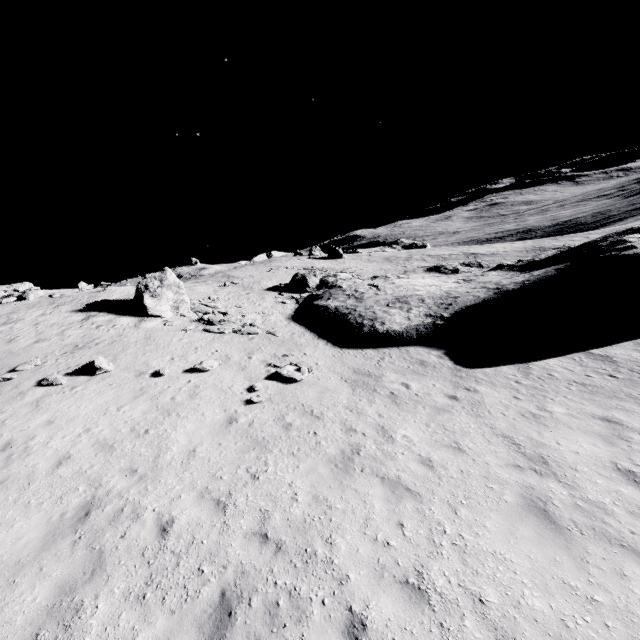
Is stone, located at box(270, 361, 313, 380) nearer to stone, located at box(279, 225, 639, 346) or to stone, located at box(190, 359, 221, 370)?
stone, located at box(190, 359, 221, 370)

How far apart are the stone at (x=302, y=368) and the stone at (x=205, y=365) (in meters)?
2.83

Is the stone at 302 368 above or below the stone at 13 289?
below

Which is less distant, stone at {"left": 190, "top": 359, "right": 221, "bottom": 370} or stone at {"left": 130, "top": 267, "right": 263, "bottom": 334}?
stone at {"left": 190, "top": 359, "right": 221, "bottom": 370}

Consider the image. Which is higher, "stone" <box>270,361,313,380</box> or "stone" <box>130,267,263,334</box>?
"stone" <box>130,267,263,334</box>

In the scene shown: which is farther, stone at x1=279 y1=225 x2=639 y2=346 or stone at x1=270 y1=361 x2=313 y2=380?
stone at x1=279 y1=225 x2=639 y2=346

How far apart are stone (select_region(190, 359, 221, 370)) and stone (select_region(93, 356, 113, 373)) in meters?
3.2 m

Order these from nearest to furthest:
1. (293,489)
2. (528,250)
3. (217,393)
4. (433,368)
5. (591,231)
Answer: (293,489) < (217,393) < (433,368) < (528,250) < (591,231)
